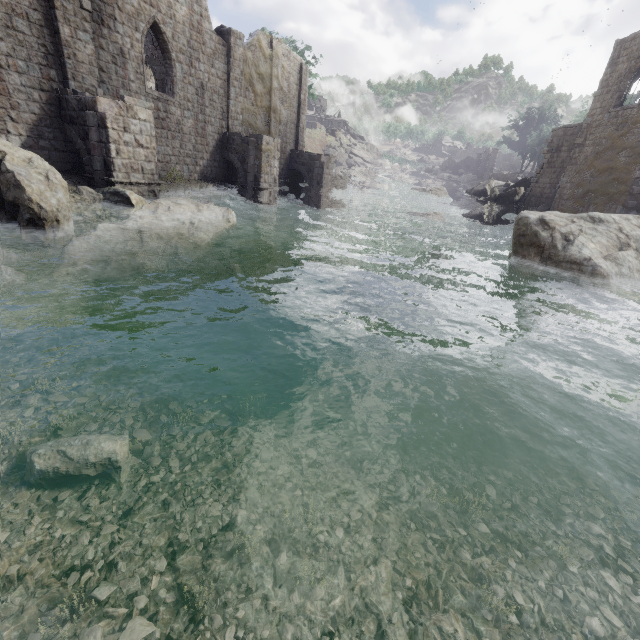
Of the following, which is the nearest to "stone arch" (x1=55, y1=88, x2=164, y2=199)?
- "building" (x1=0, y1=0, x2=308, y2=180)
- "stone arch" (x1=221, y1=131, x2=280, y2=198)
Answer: "building" (x1=0, y1=0, x2=308, y2=180)

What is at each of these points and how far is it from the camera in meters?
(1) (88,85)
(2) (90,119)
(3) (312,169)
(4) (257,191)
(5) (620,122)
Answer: (1) building, 13.3 m
(2) stone arch, 12.1 m
(3) stone arch, 28.6 m
(4) stone arch, 21.3 m
(5) building, 21.4 m

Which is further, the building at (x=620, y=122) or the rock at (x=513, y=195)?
the rock at (x=513, y=195)

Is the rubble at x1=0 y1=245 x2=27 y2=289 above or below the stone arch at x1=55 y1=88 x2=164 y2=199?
below

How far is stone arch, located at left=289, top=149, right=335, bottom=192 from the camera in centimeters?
2822cm

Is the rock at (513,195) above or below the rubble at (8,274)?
above

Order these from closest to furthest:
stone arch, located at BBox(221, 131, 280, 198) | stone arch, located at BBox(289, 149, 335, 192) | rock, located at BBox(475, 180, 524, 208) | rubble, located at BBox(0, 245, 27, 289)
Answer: rubble, located at BBox(0, 245, 27, 289) < stone arch, located at BBox(221, 131, 280, 198) < stone arch, located at BBox(289, 149, 335, 192) < rock, located at BBox(475, 180, 524, 208)

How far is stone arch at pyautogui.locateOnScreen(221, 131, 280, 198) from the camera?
20.34m
